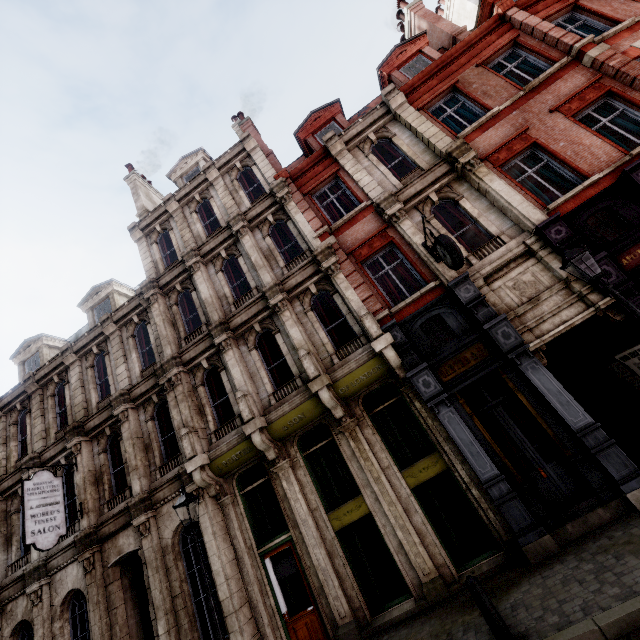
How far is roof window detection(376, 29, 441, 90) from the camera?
13.9 meters

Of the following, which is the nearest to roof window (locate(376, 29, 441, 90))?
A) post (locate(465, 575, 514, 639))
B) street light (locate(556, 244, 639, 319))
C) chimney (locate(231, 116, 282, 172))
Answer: chimney (locate(231, 116, 282, 172))

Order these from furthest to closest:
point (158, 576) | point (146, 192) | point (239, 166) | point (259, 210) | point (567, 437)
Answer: point (146, 192)
point (239, 166)
point (259, 210)
point (158, 576)
point (567, 437)

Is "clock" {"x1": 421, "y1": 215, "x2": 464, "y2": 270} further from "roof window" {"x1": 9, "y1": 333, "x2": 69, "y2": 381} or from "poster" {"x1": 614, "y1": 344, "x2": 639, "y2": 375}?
"roof window" {"x1": 9, "y1": 333, "x2": 69, "y2": 381}

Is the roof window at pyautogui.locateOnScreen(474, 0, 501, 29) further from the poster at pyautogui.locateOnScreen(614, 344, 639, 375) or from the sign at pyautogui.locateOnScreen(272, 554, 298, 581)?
the sign at pyautogui.locateOnScreen(272, 554, 298, 581)

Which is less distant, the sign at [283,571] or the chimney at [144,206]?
the sign at [283,571]

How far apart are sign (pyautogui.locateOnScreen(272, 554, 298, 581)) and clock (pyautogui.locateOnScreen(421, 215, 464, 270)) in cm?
932

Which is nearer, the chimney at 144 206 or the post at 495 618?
the post at 495 618
